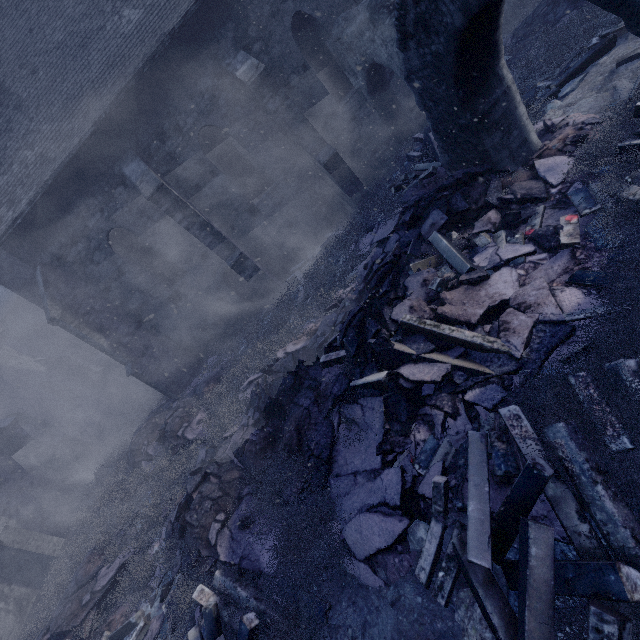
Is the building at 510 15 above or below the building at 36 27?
below

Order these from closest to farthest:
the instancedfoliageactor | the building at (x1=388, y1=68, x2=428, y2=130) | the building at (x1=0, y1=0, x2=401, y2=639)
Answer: the instancedfoliageactor
the building at (x1=0, y1=0, x2=401, y2=639)
the building at (x1=388, y1=68, x2=428, y2=130)

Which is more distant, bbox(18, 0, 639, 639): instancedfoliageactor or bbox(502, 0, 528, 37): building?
bbox(502, 0, 528, 37): building

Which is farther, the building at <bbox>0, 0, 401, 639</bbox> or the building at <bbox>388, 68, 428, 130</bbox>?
the building at <bbox>388, 68, 428, 130</bbox>

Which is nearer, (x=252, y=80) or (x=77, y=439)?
(x=252, y=80)

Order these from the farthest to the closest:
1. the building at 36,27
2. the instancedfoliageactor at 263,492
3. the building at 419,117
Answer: the building at 419,117
the building at 36,27
the instancedfoliageactor at 263,492

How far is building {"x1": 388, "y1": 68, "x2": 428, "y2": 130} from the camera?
10.85m
